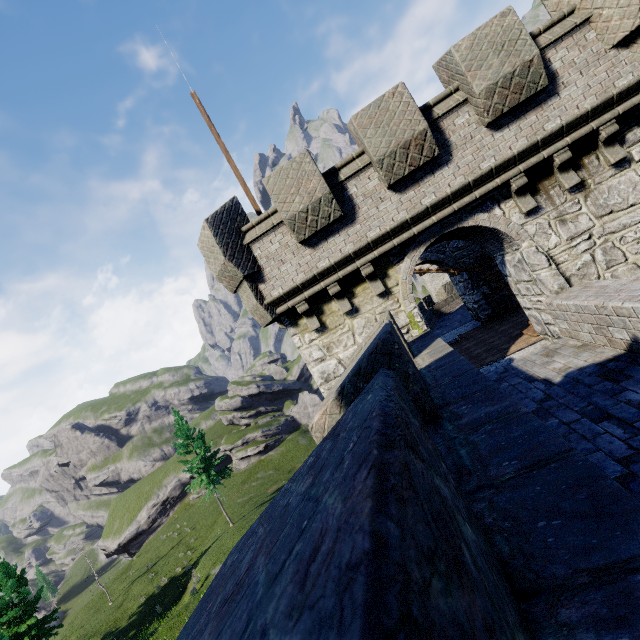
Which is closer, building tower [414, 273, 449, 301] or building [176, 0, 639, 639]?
building [176, 0, 639, 639]

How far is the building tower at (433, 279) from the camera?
48.81m

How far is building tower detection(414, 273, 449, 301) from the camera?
48.8 meters

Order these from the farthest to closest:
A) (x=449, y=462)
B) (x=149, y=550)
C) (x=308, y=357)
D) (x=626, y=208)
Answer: (x=149, y=550)
(x=308, y=357)
(x=626, y=208)
(x=449, y=462)

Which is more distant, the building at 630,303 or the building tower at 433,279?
the building tower at 433,279
